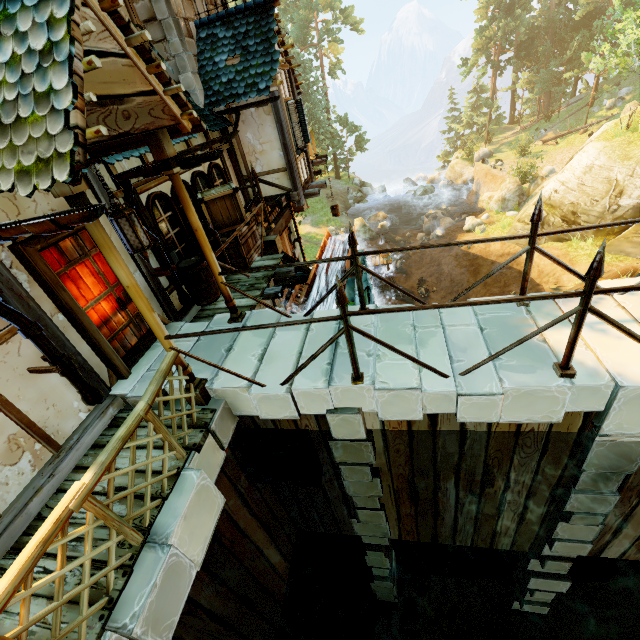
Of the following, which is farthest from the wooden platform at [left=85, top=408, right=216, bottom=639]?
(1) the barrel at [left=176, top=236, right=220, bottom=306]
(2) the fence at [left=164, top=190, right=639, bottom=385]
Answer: (1) the barrel at [left=176, top=236, right=220, bottom=306]

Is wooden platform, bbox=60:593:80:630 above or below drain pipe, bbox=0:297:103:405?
below

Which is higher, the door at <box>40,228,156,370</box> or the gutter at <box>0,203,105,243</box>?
the gutter at <box>0,203,105,243</box>

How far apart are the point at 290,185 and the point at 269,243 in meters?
1.8 m

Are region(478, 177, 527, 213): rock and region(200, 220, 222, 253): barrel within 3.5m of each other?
no

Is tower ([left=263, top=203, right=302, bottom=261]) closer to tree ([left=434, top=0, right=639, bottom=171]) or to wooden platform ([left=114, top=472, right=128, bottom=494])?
wooden platform ([left=114, top=472, right=128, bottom=494])

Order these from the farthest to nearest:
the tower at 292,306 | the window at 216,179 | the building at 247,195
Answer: the tower at 292,306
the building at 247,195
the window at 216,179

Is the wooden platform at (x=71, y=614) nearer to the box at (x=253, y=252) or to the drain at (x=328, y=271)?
the drain at (x=328, y=271)
